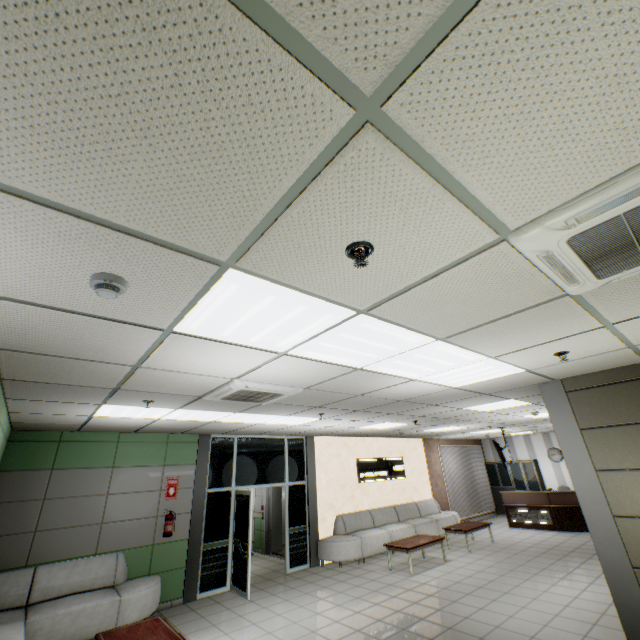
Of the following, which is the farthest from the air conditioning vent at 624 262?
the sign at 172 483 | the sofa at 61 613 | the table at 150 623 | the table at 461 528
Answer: the table at 461 528

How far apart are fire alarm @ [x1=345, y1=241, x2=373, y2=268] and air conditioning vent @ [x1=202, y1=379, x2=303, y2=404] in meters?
2.6

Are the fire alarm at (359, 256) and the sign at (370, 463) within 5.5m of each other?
no

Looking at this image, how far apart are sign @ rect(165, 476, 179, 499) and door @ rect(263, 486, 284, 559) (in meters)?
3.76

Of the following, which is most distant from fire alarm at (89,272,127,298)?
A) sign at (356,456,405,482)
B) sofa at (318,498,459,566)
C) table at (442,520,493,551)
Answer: table at (442,520,493,551)

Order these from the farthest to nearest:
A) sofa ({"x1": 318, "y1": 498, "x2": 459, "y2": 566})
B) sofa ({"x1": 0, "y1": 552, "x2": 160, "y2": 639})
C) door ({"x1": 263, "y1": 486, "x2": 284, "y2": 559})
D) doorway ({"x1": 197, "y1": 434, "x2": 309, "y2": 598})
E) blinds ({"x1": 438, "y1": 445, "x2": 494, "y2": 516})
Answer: blinds ({"x1": 438, "y1": 445, "x2": 494, "y2": 516}), door ({"x1": 263, "y1": 486, "x2": 284, "y2": 559}), sofa ({"x1": 318, "y1": 498, "x2": 459, "y2": 566}), doorway ({"x1": 197, "y1": 434, "x2": 309, "y2": 598}), sofa ({"x1": 0, "y1": 552, "x2": 160, "y2": 639})

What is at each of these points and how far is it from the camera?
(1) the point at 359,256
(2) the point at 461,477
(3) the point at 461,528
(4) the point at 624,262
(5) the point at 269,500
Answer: (1) fire alarm, 1.6 meters
(2) blinds, 14.0 meters
(3) table, 9.4 meters
(4) air conditioning vent, 1.7 meters
(5) door, 10.8 meters

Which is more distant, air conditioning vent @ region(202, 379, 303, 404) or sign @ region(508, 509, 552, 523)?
sign @ region(508, 509, 552, 523)
